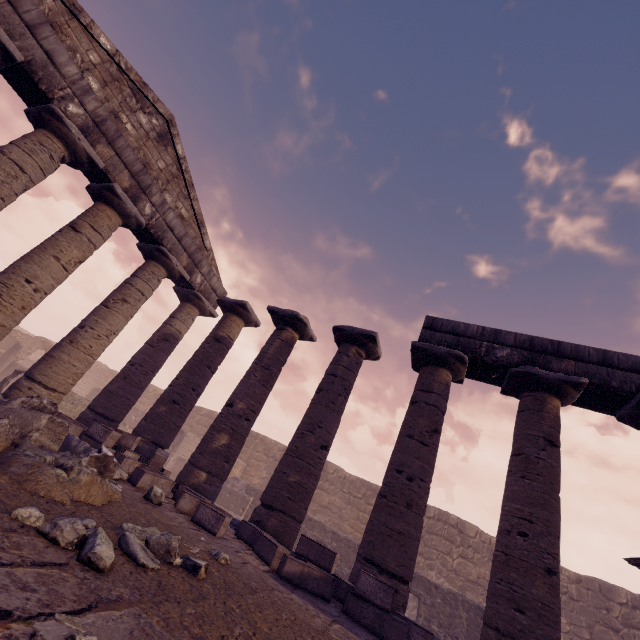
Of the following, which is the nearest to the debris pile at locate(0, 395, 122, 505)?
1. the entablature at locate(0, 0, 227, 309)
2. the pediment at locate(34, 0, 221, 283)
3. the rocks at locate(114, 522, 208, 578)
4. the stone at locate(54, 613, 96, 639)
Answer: the rocks at locate(114, 522, 208, 578)

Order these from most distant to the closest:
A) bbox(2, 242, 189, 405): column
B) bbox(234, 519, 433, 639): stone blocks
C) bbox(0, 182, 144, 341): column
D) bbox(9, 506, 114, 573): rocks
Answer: bbox(2, 242, 189, 405): column → bbox(0, 182, 144, 341): column → bbox(234, 519, 433, 639): stone blocks → bbox(9, 506, 114, 573): rocks

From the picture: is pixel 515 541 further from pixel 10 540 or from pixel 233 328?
pixel 233 328

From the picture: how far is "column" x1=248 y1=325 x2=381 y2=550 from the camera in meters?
6.7

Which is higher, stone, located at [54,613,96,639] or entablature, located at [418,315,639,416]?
entablature, located at [418,315,639,416]

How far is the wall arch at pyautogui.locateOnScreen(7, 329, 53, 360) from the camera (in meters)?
20.24

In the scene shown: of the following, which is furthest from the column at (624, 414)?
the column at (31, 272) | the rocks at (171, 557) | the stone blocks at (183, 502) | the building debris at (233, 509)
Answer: the building debris at (233, 509)

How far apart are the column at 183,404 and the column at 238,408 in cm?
77
